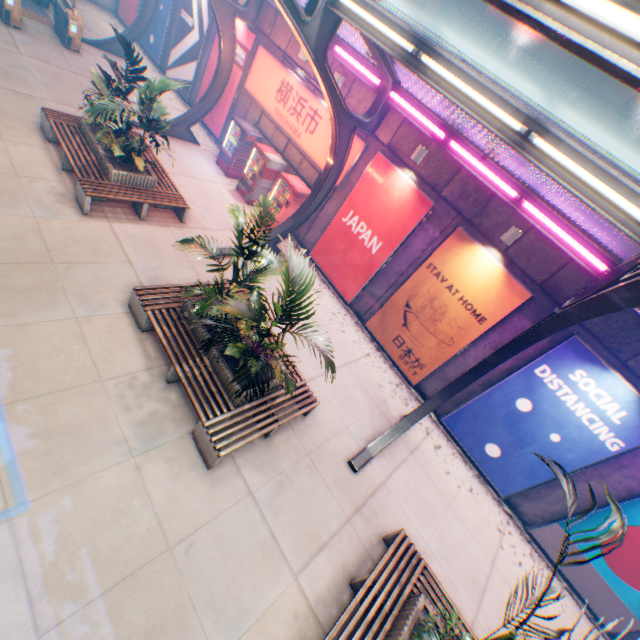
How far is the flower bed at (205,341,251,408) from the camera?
6.1m

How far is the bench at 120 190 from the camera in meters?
8.0 m

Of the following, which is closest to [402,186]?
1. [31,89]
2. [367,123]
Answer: [367,123]

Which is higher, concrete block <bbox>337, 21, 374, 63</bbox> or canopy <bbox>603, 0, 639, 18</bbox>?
canopy <bbox>603, 0, 639, 18</bbox>

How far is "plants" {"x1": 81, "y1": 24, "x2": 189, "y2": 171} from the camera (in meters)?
7.73

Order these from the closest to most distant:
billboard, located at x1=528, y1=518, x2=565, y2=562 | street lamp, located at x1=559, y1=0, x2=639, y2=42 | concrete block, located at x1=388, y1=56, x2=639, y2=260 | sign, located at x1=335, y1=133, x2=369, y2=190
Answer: street lamp, located at x1=559, y1=0, x2=639, y2=42, concrete block, located at x1=388, y1=56, x2=639, y2=260, billboard, located at x1=528, y1=518, x2=565, y2=562, sign, located at x1=335, y1=133, x2=369, y2=190

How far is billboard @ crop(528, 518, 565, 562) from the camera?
8.4 meters

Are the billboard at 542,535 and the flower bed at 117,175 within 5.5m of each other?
no
